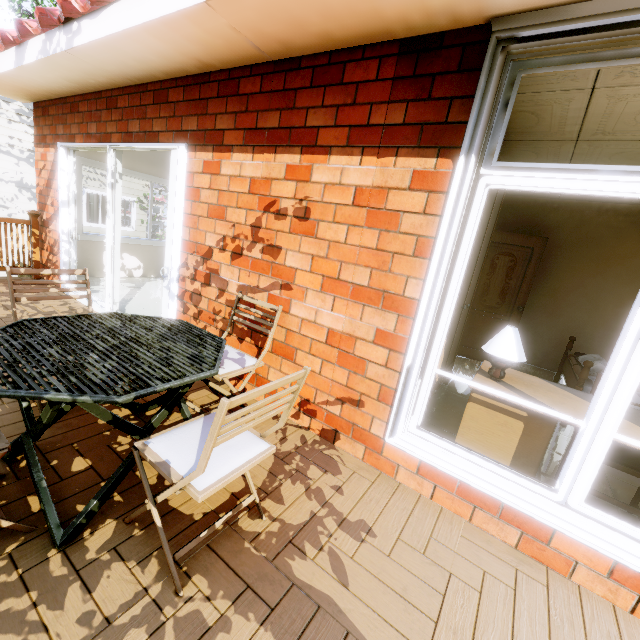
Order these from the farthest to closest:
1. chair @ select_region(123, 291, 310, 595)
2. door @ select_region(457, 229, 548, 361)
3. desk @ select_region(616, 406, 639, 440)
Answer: door @ select_region(457, 229, 548, 361) → desk @ select_region(616, 406, 639, 440) → chair @ select_region(123, 291, 310, 595)

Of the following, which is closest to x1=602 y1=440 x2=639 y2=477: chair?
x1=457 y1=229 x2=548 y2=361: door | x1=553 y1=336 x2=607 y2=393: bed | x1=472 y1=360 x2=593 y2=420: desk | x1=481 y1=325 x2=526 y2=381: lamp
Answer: x1=472 y1=360 x2=593 y2=420: desk

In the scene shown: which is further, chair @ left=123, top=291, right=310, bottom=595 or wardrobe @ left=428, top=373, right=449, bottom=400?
wardrobe @ left=428, top=373, right=449, bottom=400

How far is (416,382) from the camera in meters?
2.1

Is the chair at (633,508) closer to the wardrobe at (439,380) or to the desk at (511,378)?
the desk at (511,378)

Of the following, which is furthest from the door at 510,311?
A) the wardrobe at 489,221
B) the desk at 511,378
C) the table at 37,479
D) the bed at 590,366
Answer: the table at 37,479

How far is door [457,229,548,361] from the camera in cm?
489

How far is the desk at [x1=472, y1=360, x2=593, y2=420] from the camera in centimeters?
190cm
